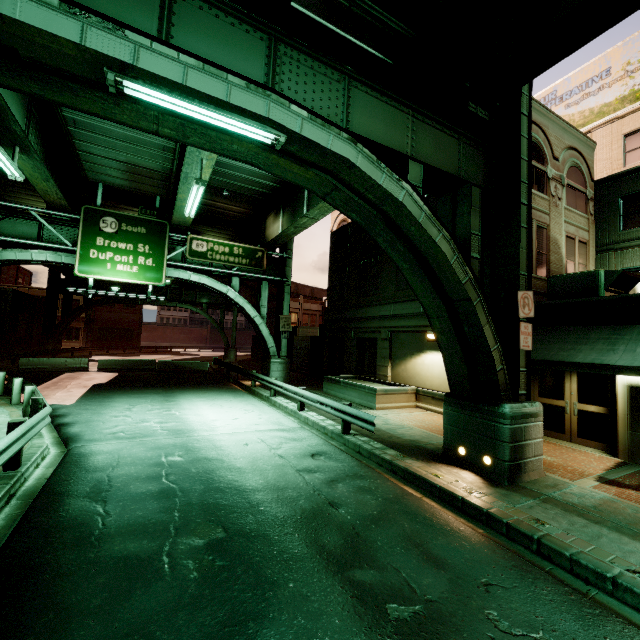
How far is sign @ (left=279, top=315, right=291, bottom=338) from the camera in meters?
22.0 m

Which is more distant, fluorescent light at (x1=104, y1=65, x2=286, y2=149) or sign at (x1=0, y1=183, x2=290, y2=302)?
sign at (x1=0, y1=183, x2=290, y2=302)

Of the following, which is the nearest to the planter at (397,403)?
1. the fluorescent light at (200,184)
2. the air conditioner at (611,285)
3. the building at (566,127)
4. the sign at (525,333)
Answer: the building at (566,127)

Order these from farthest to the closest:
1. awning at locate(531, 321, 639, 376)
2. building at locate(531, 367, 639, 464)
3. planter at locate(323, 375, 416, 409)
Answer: planter at locate(323, 375, 416, 409)
building at locate(531, 367, 639, 464)
awning at locate(531, 321, 639, 376)

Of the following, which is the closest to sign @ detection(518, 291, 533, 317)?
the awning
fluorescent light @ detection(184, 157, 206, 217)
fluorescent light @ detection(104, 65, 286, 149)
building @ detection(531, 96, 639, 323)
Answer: the awning

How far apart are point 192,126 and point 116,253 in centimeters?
1485cm

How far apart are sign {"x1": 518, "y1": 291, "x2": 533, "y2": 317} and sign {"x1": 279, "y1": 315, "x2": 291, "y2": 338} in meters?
15.9 m

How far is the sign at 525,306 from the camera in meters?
7.9 m
